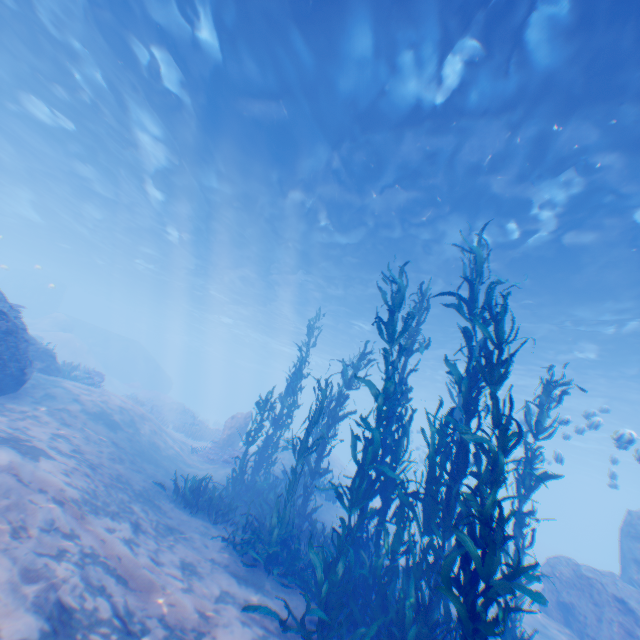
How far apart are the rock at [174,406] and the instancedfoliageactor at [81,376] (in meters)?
8.03

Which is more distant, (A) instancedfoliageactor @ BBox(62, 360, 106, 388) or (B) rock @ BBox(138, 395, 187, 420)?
(B) rock @ BBox(138, 395, 187, 420)

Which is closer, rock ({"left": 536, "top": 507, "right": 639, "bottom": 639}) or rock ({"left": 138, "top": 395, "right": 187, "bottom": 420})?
rock ({"left": 536, "top": 507, "right": 639, "bottom": 639})

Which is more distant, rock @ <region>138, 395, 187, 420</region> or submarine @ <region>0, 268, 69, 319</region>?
submarine @ <region>0, 268, 69, 319</region>

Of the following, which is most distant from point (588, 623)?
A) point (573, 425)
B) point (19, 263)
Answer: point (19, 263)

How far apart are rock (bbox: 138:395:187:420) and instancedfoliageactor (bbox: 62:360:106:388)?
8.03m

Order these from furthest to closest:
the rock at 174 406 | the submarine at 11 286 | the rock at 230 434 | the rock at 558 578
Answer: the submarine at 11 286 < the rock at 174 406 < the rock at 230 434 < the rock at 558 578

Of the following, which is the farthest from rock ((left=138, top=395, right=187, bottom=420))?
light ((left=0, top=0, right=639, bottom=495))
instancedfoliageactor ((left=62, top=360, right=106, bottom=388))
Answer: light ((left=0, top=0, right=639, bottom=495))
